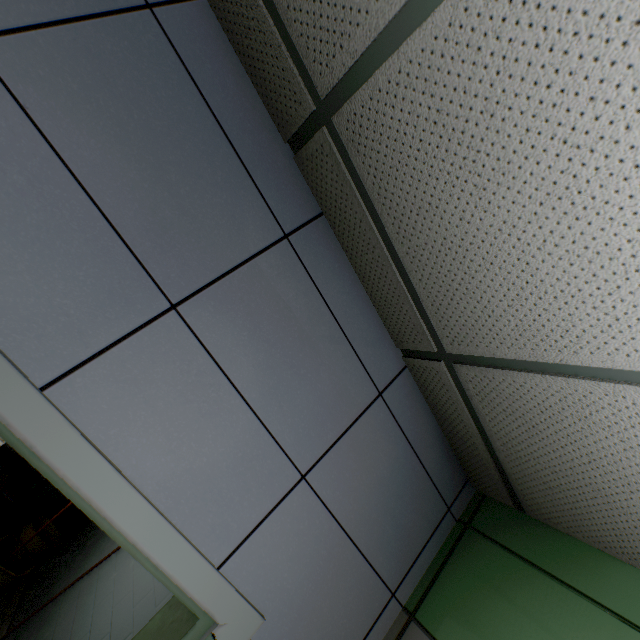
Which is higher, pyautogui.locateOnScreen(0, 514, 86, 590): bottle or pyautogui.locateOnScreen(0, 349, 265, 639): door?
pyautogui.locateOnScreen(0, 349, 265, 639): door

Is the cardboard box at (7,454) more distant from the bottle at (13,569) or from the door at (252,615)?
the door at (252,615)

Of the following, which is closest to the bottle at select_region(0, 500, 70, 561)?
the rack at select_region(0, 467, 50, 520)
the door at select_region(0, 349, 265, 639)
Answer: the rack at select_region(0, 467, 50, 520)

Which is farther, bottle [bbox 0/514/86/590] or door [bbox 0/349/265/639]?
bottle [bbox 0/514/86/590]

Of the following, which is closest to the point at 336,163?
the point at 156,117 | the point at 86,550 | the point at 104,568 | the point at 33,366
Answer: the point at 156,117

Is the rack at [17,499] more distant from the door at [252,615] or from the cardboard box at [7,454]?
the door at [252,615]

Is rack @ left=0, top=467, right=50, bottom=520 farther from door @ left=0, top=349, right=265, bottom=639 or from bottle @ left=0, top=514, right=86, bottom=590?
door @ left=0, top=349, right=265, bottom=639

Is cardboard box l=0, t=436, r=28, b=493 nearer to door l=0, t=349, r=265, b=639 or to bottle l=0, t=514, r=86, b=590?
bottle l=0, t=514, r=86, b=590
